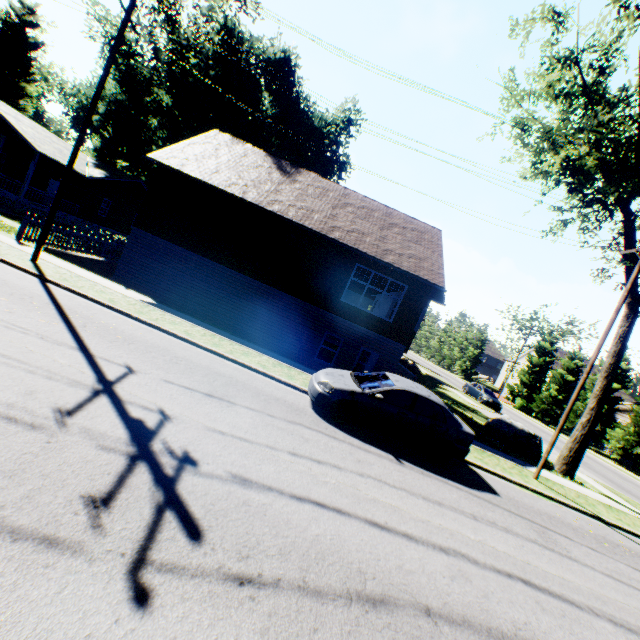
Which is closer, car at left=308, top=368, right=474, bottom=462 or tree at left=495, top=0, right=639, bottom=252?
car at left=308, top=368, right=474, bottom=462

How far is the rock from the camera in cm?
1622

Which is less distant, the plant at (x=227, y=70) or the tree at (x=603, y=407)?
the tree at (x=603, y=407)

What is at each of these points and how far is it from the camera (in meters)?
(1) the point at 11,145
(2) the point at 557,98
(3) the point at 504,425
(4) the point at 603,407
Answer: (1) house, 26.44
(2) tree, 15.59
(3) rock, 17.12
(4) tree, 33.59

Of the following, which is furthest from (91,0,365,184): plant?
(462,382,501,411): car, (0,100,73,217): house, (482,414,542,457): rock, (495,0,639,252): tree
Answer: (482,414,542,457): rock

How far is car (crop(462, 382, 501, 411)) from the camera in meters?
29.6

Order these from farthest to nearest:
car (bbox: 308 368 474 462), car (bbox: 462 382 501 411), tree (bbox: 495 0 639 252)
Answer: car (bbox: 462 382 501 411) < tree (bbox: 495 0 639 252) < car (bbox: 308 368 474 462)

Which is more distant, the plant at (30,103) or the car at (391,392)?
the plant at (30,103)
